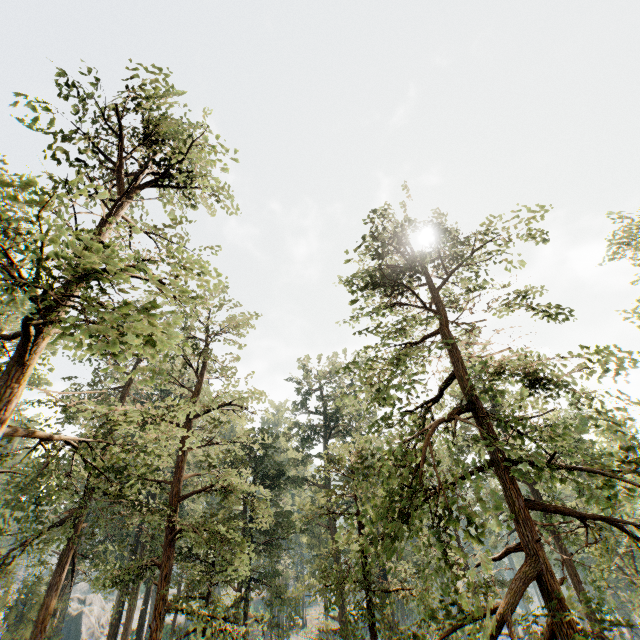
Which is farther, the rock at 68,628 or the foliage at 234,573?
the rock at 68,628

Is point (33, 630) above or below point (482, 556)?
below

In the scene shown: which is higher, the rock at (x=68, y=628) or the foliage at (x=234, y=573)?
the foliage at (x=234, y=573)

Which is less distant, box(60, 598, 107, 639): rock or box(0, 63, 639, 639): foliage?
box(0, 63, 639, 639): foliage

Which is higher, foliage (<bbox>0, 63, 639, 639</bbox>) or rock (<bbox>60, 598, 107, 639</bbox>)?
foliage (<bbox>0, 63, 639, 639</bbox>)
